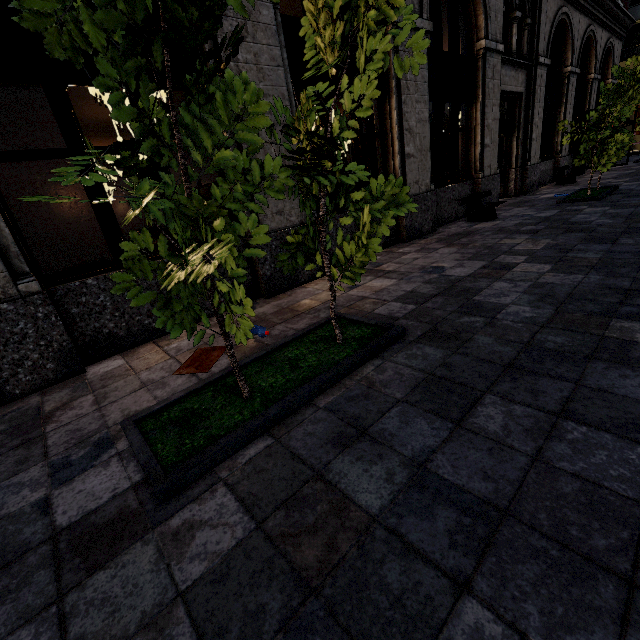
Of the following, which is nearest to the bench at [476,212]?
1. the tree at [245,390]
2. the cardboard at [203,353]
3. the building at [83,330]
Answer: the building at [83,330]

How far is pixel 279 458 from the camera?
2.0m

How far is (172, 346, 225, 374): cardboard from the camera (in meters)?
3.32

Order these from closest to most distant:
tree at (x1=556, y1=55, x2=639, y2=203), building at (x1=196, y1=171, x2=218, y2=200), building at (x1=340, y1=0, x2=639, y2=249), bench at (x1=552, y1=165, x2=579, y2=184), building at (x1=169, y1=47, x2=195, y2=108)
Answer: building at (x1=169, y1=47, x2=195, y2=108) < building at (x1=340, y1=0, x2=639, y2=249) < tree at (x1=556, y1=55, x2=639, y2=203) < bench at (x1=552, y1=165, x2=579, y2=184) < building at (x1=196, y1=171, x2=218, y2=200)

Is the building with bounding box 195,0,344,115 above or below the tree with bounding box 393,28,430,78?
above

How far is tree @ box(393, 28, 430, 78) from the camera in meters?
2.3

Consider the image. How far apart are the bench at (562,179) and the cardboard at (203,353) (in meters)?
15.14

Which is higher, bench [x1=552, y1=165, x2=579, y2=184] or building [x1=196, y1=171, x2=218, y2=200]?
building [x1=196, y1=171, x2=218, y2=200]
